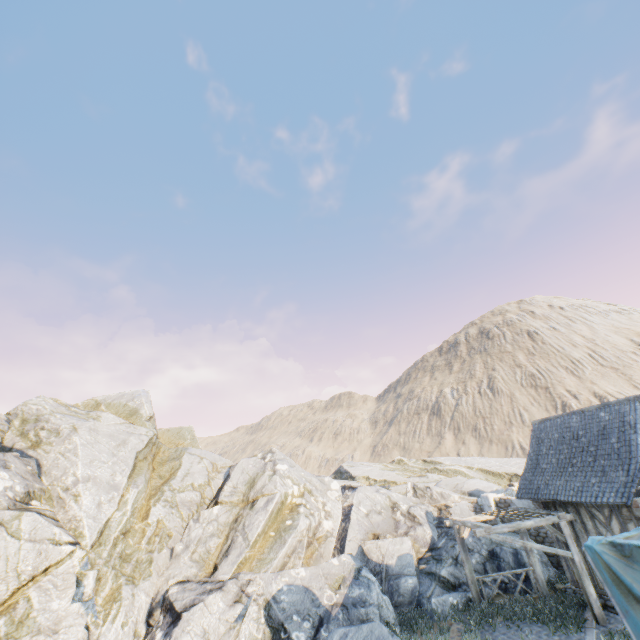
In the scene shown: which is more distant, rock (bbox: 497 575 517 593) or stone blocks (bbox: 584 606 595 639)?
rock (bbox: 497 575 517 593)

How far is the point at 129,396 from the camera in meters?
21.4 m

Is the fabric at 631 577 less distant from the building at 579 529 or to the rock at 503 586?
the building at 579 529

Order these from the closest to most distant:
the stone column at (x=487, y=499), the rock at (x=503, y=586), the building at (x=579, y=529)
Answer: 1. the building at (x=579, y=529)
2. the rock at (x=503, y=586)
3. the stone column at (x=487, y=499)

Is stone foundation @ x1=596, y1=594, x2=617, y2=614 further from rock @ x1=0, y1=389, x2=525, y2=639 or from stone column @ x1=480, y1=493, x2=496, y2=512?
stone column @ x1=480, y1=493, x2=496, y2=512

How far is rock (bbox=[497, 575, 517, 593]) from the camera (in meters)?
13.51

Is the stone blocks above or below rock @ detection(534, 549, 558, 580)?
below
